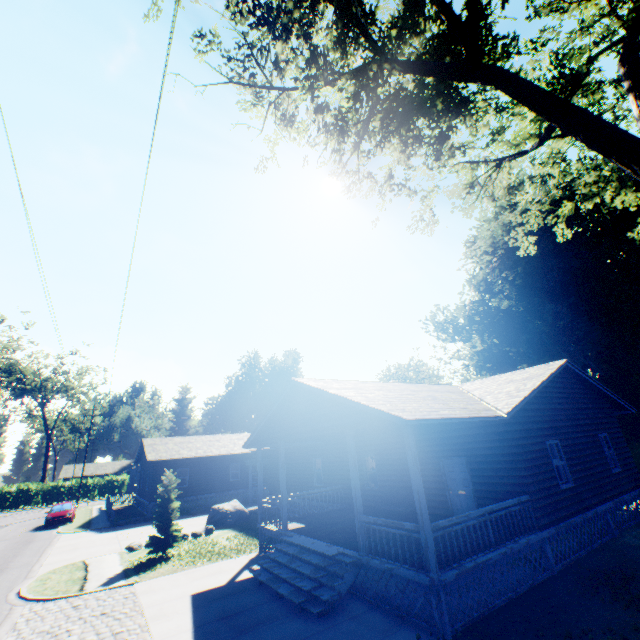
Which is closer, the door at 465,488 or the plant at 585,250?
the door at 465,488

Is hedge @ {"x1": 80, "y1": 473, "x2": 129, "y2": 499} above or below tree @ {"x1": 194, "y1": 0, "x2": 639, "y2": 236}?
below

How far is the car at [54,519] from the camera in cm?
2636

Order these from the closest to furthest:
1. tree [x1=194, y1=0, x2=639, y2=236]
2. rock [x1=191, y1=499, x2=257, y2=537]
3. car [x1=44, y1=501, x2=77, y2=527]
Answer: tree [x1=194, y1=0, x2=639, y2=236]
rock [x1=191, y1=499, x2=257, y2=537]
car [x1=44, y1=501, x2=77, y2=527]

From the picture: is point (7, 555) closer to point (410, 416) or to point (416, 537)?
point (416, 537)

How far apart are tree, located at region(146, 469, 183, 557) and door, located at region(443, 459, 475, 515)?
12.8 meters

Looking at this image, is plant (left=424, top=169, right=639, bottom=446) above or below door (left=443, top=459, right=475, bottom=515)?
above

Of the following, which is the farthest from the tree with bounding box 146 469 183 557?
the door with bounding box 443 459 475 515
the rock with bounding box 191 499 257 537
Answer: the door with bounding box 443 459 475 515
